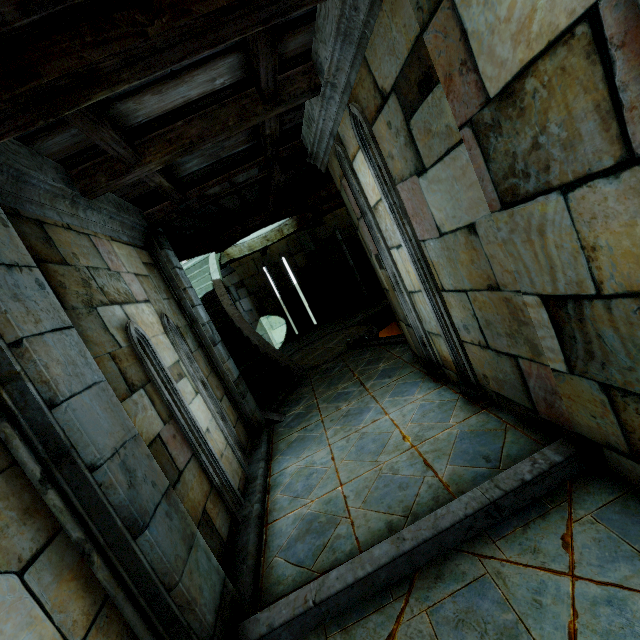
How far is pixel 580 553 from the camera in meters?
2.0 m
